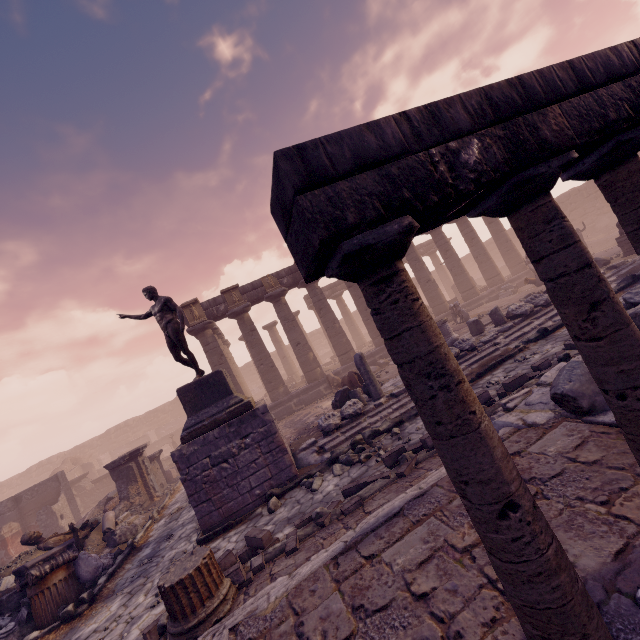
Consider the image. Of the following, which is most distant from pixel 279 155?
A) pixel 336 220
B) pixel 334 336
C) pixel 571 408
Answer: pixel 334 336

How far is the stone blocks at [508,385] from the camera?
6.3m

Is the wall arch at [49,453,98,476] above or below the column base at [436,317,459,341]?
above

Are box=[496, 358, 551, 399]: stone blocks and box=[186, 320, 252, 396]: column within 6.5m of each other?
no

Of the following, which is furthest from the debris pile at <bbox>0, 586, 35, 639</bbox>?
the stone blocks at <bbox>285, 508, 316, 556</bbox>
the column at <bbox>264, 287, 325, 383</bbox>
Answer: the column at <bbox>264, 287, 325, 383</bbox>

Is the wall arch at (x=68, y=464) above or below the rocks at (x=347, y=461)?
above

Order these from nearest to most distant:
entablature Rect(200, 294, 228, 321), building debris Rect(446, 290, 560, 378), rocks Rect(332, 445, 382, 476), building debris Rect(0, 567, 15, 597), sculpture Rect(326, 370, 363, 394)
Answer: rocks Rect(332, 445, 382, 476) → building debris Rect(0, 567, 15, 597) → building debris Rect(446, 290, 560, 378) → sculpture Rect(326, 370, 363, 394) → entablature Rect(200, 294, 228, 321)

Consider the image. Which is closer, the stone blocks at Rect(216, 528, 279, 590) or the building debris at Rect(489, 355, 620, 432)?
the building debris at Rect(489, 355, 620, 432)
